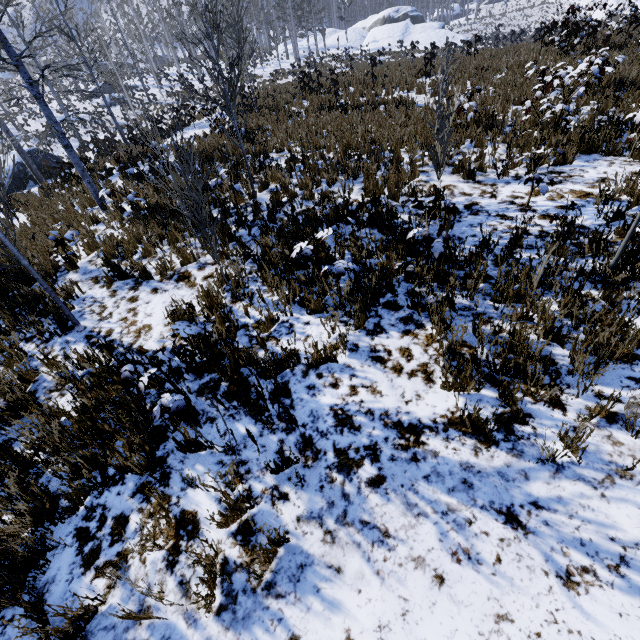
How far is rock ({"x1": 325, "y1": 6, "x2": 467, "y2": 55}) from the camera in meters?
38.9

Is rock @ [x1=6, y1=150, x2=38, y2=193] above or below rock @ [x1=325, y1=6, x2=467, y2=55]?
below

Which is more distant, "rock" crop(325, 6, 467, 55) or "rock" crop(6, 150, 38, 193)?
"rock" crop(325, 6, 467, 55)

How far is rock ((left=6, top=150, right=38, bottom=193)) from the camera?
17.0 meters

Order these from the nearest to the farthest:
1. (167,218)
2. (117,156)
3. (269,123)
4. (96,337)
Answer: (96,337)
(167,218)
(117,156)
(269,123)

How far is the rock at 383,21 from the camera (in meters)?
Answer: 38.88

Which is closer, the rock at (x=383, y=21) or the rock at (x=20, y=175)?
the rock at (x=20, y=175)
